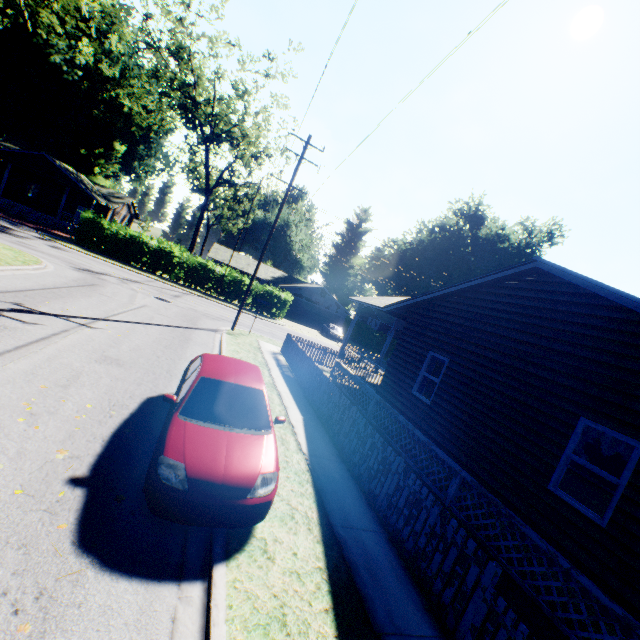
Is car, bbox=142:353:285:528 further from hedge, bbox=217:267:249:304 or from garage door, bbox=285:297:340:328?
garage door, bbox=285:297:340:328

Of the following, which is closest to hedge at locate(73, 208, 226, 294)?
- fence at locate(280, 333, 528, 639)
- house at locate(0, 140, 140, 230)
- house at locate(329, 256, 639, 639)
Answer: house at locate(0, 140, 140, 230)

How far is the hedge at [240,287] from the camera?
32.1m

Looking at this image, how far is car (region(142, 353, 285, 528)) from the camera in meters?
4.3 m

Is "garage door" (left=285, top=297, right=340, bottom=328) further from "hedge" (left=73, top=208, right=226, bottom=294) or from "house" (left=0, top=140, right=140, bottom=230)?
"house" (left=0, top=140, right=140, bottom=230)

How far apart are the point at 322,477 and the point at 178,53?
41.9 meters

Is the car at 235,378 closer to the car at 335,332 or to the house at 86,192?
the car at 335,332

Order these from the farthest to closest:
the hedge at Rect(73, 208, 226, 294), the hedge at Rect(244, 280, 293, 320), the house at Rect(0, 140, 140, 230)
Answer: the hedge at Rect(244, 280, 293, 320)
the house at Rect(0, 140, 140, 230)
the hedge at Rect(73, 208, 226, 294)
